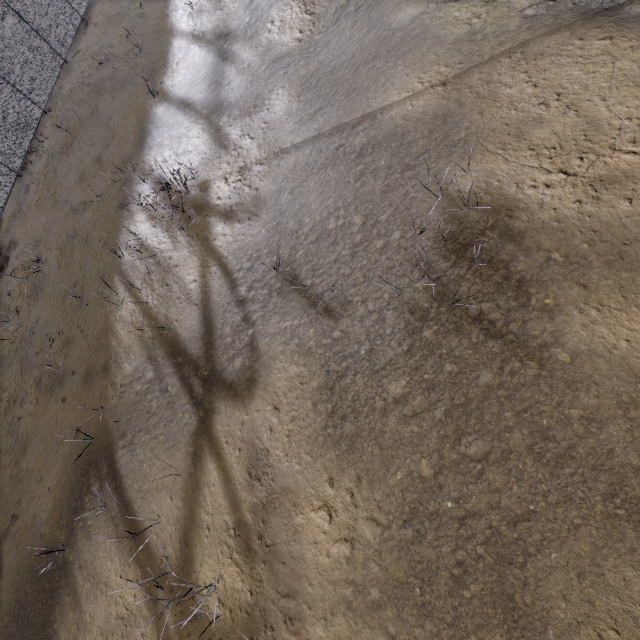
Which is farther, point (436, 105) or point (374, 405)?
point (436, 105)
